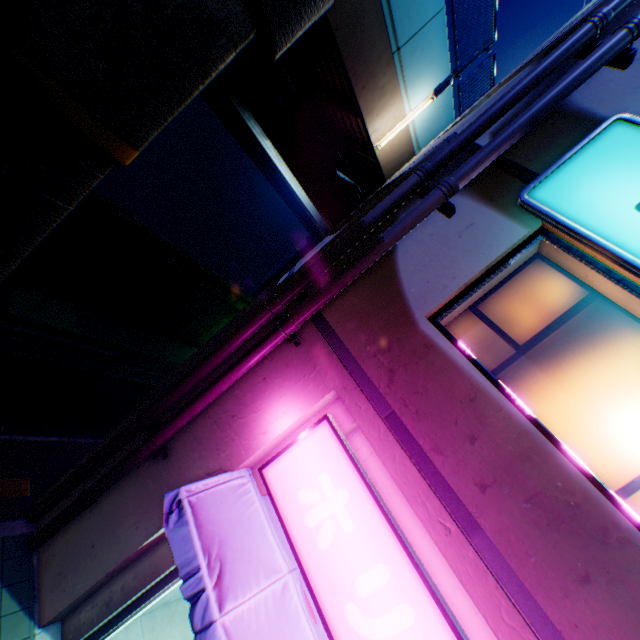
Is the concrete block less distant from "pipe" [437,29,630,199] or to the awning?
"pipe" [437,29,630,199]

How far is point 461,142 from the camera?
3.9 meters

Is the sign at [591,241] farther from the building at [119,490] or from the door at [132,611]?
the door at [132,611]

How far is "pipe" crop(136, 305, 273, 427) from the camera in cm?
431

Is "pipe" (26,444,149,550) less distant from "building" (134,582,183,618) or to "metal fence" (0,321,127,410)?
"building" (134,582,183,618)

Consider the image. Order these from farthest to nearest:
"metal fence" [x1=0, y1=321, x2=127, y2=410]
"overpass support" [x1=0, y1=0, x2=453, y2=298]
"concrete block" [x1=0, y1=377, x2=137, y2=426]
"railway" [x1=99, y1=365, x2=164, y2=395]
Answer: "railway" [x1=99, y1=365, x2=164, y2=395], "concrete block" [x1=0, y1=377, x2=137, y2=426], "metal fence" [x1=0, y1=321, x2=127, y2=410], "overpass support" [x1=0, y1=0, x2=453, y2=298]

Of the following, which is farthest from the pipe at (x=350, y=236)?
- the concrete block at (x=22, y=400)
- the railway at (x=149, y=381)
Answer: the railway at (x=149, y=381)

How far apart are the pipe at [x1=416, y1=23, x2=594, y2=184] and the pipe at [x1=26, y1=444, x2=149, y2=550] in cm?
15
